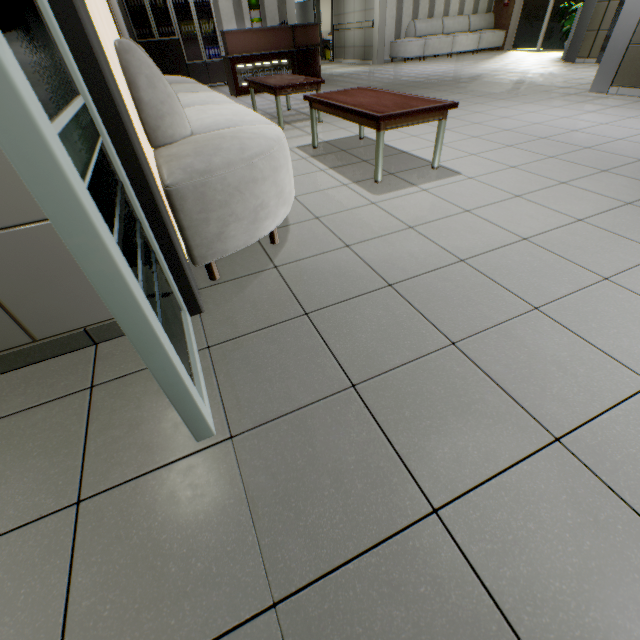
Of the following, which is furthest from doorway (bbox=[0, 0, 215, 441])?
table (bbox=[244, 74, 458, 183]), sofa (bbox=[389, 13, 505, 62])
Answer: sofa (bbox=[389, 13, 505, 62])

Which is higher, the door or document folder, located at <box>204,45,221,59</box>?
the door

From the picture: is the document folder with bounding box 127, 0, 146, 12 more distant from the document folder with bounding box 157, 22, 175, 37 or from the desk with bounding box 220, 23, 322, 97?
the desk with bounding box 220, 23, 322, 97

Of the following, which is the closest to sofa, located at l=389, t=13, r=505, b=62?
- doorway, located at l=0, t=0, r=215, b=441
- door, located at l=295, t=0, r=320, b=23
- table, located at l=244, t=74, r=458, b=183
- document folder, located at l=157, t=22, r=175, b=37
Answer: door, located at l=295, t=0, r=320, b=23

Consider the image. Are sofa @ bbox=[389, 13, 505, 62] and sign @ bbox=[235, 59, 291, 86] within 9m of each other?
yes

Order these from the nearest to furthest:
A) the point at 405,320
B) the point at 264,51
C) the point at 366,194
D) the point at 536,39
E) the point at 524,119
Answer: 1. the point at 405,320
2. the point at 366,194
3. the point at 524,119
4. the point at 264,51
5. the point at 536,39

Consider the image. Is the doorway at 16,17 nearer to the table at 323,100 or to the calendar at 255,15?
the table at 323,100

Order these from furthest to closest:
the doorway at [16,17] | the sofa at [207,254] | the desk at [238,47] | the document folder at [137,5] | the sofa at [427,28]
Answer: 1. the sofa at [427,28]
2. the document folder at [137,5]
3. the desk at [238,47]
4. the sofa at [207,254]
5. the doorway at [16,17]
